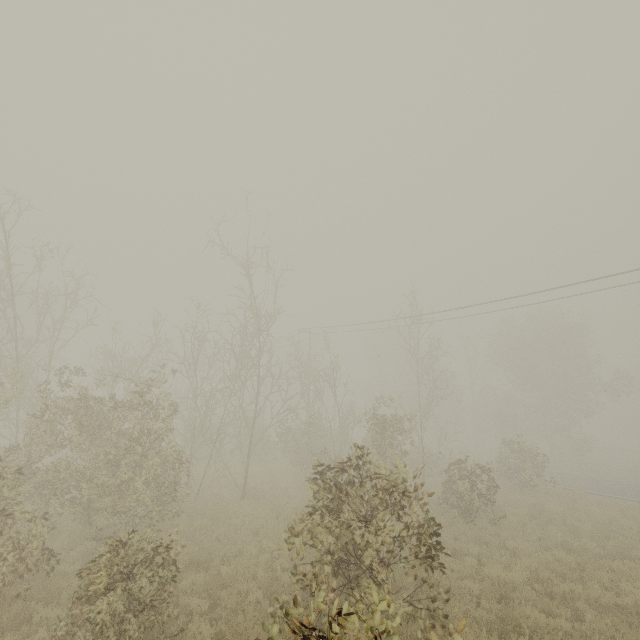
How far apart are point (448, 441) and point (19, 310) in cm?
4350
